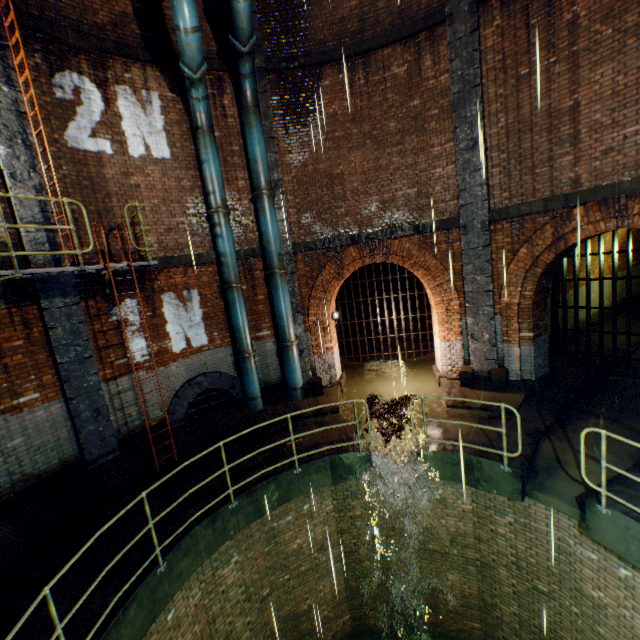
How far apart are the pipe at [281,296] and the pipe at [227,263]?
0.79m

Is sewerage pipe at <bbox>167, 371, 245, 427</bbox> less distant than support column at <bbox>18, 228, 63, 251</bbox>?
No

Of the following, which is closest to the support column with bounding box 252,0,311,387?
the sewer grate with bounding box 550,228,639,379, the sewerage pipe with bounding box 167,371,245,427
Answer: the sewerage pipe with bounding box 167,371,245,427

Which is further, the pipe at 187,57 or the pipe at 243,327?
the pipe at 243,327

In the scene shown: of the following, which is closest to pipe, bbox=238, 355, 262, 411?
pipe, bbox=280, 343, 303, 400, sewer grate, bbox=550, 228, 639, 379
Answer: pipe, bbox=280, 343, 303, 400

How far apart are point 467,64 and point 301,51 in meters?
4.5 m

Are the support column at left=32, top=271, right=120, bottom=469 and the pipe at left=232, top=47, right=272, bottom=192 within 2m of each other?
no

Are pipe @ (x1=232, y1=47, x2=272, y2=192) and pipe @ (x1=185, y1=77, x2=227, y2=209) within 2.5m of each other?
yes
